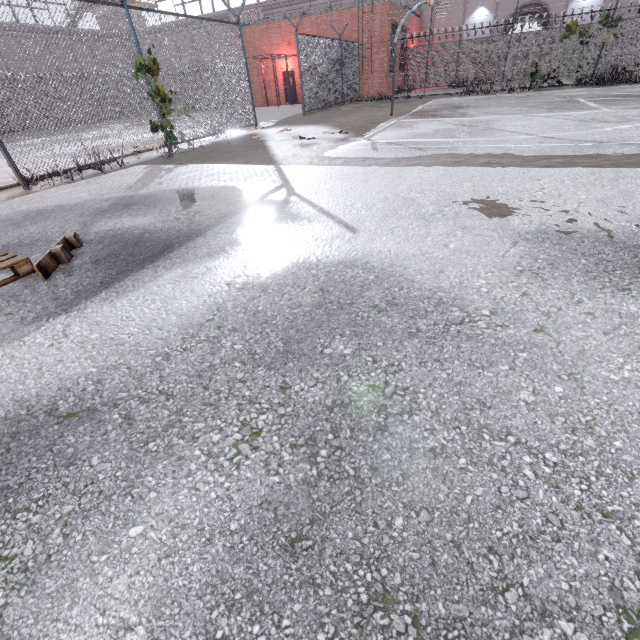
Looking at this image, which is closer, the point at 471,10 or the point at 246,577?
the point at 246,577

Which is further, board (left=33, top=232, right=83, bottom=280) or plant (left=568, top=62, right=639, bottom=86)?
plant (left=568, top=62, right=639, bottom=86)

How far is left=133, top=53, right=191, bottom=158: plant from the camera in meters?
7.4 m

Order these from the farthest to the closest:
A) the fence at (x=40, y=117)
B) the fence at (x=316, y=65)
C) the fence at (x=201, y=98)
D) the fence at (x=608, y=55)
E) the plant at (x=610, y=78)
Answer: the fence at (x=608, y=55), the plant at (x=610, y=78), the fence at (x=316, y=65), the fence at (x=201, y=98), the fence at (x=40, y=117)

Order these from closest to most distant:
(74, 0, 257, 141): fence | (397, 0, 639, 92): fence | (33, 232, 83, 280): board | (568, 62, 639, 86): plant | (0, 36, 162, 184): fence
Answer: (33, 232, 83, 280): board
(0, 36, 162, 184): fence
(74, 0, 257, 141): fence
(568, 62, 639, 86): plant
(397, 0, 639, 92): fence

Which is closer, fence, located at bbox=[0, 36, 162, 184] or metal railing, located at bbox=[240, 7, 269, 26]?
fence, located at bbox=[0, 36, 162, 184]

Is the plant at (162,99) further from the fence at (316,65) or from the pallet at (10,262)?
the pallet at (10,262)

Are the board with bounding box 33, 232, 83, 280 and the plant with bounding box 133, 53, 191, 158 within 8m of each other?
yes
